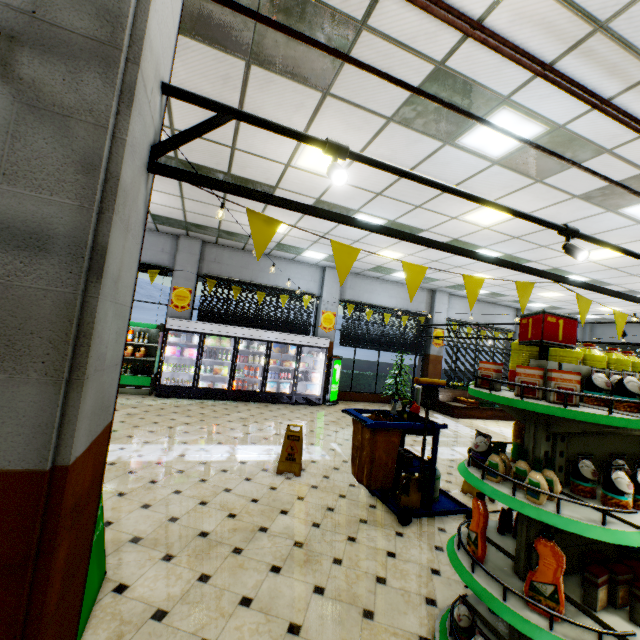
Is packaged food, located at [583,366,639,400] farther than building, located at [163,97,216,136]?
No

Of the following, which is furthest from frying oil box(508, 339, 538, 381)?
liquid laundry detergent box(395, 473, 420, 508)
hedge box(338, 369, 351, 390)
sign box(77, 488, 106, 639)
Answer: hedge box(338, 369, 351, 390)

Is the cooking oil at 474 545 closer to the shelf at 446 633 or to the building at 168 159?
the shelf at 446 633

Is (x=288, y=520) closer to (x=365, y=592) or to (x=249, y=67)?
(x=365, y=592)

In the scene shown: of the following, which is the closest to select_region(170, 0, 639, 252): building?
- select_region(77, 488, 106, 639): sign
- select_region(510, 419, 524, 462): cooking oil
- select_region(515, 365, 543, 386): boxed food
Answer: select_region(77, 488, 106, 639): sign

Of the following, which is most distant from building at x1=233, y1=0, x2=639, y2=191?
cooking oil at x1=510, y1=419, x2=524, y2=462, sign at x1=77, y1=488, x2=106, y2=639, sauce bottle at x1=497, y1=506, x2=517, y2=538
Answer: cooking oil at x1=510, y1=419, x2=524, y2=462

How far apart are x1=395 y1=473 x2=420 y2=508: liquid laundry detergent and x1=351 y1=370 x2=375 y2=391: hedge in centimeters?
801cm

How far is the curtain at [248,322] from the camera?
10.7 meters
